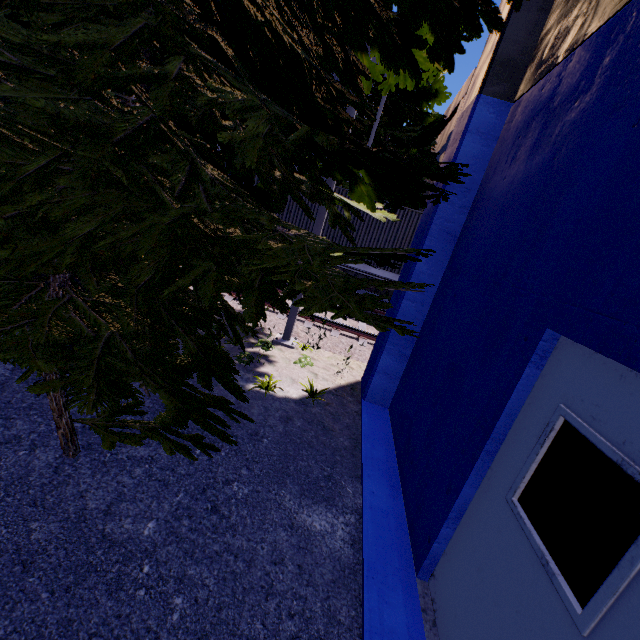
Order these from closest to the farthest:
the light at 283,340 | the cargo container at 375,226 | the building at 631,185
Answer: the building at 631,185 < the light at 283,340 < the cargo container at 375,226

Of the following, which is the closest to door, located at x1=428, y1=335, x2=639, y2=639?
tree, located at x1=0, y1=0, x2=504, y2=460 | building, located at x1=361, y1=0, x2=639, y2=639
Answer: building, located at x1=361, y1=0, x2=639, y2=639

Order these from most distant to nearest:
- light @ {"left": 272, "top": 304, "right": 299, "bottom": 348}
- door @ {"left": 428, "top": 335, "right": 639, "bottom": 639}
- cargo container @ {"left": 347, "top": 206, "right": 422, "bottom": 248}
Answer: cargo container @ {"left": 347, "top": 206, "right": 422, "bottom": 248}, light @ {"left": 272, "top": 304, "right": 299, "bottom": 348}, door @ {"left": 428, "top": 335, "right": 639, "bottom": 639}

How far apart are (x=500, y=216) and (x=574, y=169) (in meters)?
1.11

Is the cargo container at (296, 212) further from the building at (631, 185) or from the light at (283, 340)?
the light at (283, 340)

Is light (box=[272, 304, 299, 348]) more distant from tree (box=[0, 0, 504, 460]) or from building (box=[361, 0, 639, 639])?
building (box=[361, 0, 639, 639])

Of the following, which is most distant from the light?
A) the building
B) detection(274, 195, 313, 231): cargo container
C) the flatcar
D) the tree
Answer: the flatcar

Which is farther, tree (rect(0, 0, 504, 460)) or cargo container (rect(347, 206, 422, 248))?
cargo container (rect(347, 206, 422, 248))
